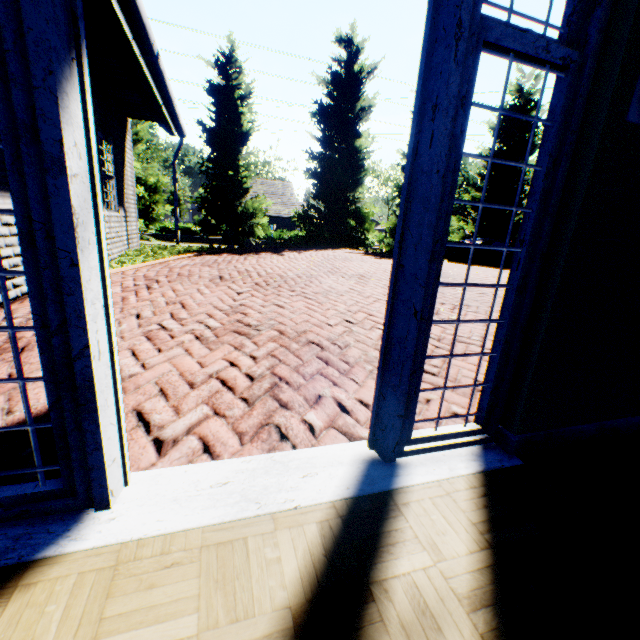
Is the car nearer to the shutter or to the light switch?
the light switch

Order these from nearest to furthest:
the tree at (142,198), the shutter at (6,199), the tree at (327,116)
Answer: the shutter at (6,199) → the tree at (142,198) → the tree at (327,116)

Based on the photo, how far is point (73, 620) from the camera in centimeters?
86cm

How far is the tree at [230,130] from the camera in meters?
14.2

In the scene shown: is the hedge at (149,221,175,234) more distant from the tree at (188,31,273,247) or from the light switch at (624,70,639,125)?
the light switch at (624,70,639,125)

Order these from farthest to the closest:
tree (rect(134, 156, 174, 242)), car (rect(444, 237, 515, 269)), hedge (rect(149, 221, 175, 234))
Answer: hedge (rect(149, 221, 175, 234)), tree (rect(134, 156, 174, 242)), car (rect(444, 237, 515, 269))

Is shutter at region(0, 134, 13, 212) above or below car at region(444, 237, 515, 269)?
above

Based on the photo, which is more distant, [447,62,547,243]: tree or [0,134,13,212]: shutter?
[447,62,547,243]: tree
